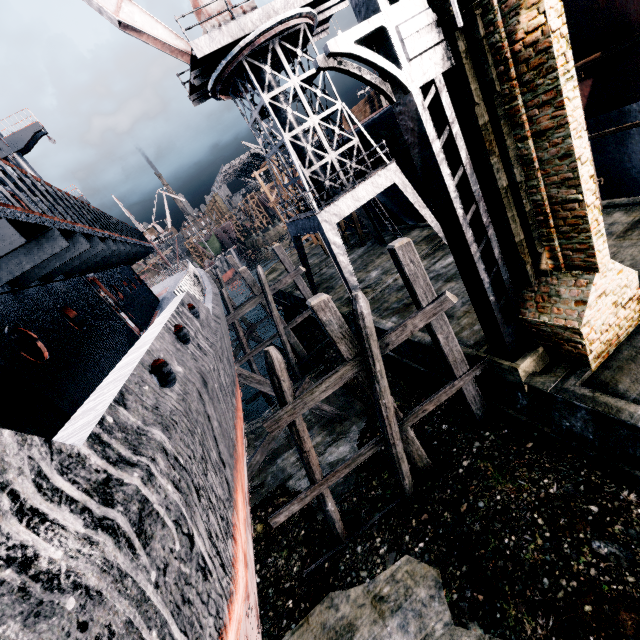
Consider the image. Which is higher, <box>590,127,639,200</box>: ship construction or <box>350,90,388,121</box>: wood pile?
<box>350,90,388,121</box>: wood pile

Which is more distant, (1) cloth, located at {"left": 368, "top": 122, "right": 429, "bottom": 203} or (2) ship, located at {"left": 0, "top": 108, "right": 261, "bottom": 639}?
(1) cloth, located at {"left": 368, "top": 122, "right": 429, "bottom": 203}

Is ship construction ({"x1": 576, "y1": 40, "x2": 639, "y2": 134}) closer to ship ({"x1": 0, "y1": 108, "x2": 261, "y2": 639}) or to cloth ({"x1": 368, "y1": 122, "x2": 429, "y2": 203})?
cloth ({"x1": 368, "y1": 122, "x2": 429, "y2": 203})

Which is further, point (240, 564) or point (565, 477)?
point (565, 477)

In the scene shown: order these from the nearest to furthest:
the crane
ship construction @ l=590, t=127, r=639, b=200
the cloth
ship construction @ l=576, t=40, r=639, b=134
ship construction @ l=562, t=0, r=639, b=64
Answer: ship construction @ l=562, t=0, r=639, b=64 < ship construction @ l=576, t=40, r=639, b=134 < ship construction @ l=590, t=127, r=639, b=200 < the crane < the cloth

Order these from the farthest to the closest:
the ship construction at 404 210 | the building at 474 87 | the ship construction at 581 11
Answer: the ship construction at 404 210, the ship construction at 581 11, the building at 474 87

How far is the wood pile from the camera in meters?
31.5 m

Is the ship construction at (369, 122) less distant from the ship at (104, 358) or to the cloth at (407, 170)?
the cloth at (407, 170)
